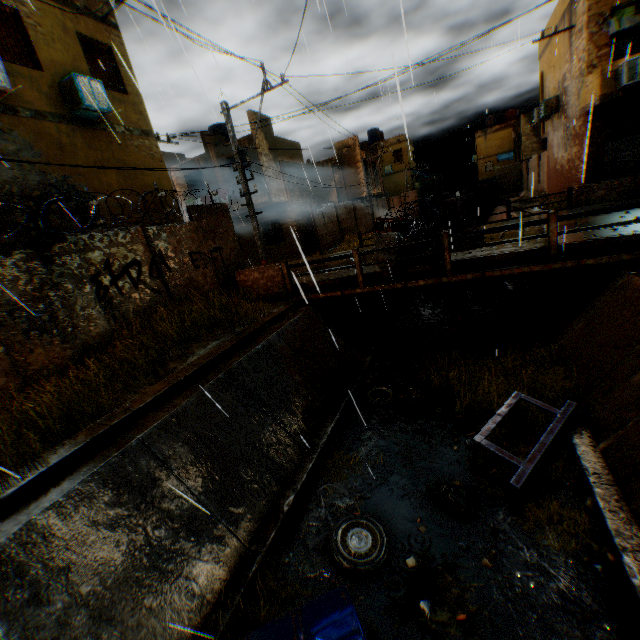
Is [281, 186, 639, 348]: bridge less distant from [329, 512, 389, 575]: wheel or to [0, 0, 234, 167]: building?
[0, 0, 234, 167]: building

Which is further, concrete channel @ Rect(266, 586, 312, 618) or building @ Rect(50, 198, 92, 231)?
building @ Rect(50, 198, 92, 231)

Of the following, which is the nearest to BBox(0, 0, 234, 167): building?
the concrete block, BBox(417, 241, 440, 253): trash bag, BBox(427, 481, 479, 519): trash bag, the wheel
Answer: the concrete block

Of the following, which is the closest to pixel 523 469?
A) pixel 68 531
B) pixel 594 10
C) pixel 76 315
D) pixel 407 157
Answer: pixel 68 531

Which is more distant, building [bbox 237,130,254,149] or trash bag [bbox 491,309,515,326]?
building [bbox 237,130,254,149]

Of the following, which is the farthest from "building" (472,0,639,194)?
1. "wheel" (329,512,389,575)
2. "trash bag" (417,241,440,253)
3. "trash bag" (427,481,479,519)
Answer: "trash bag" (427,481,479,519)

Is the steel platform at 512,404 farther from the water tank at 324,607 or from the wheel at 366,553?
the water tank at 324,607

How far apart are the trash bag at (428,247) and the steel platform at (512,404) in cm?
424
